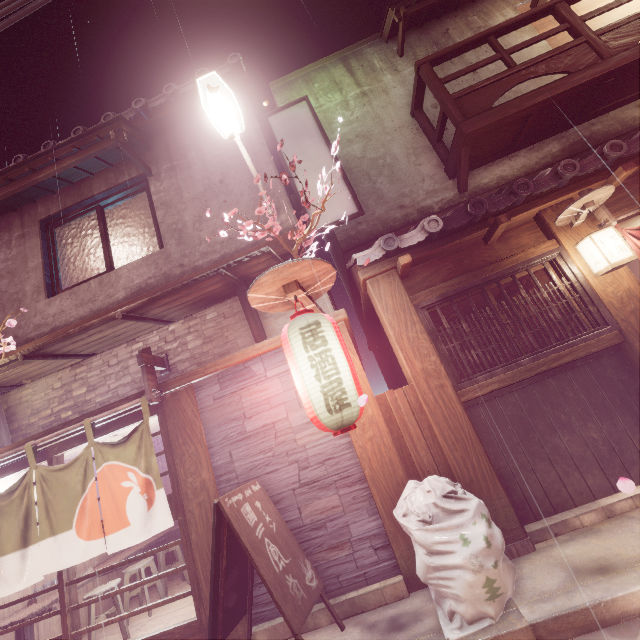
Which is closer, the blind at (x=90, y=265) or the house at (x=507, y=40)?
the blind at (x=90, y=265)

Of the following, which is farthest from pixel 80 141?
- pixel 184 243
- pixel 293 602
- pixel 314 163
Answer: pixel 293 602

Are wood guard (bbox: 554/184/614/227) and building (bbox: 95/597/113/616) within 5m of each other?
no

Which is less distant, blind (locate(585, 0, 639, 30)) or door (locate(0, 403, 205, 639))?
door (locate(0, 403, 205, 639))

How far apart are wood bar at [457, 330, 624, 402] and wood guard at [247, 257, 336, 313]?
3.23m

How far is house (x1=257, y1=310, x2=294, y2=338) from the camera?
7.99m

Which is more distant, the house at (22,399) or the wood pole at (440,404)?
the house at (22,399)

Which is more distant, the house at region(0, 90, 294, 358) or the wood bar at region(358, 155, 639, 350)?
the house at region(0, 90, 294, 358)
